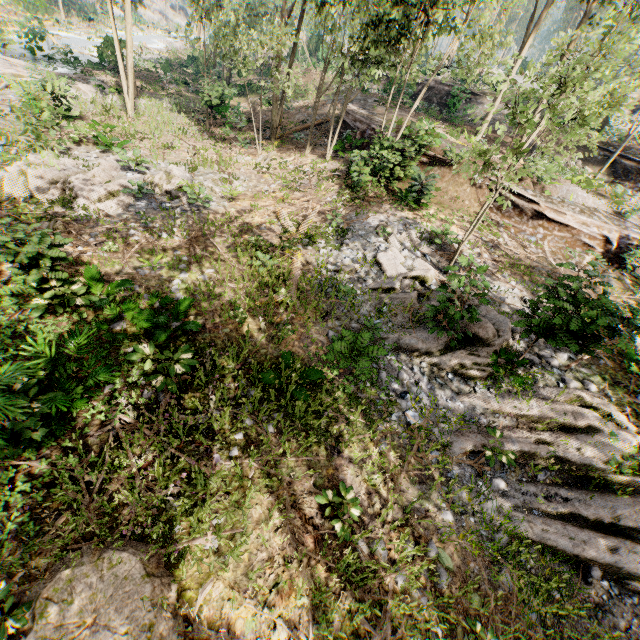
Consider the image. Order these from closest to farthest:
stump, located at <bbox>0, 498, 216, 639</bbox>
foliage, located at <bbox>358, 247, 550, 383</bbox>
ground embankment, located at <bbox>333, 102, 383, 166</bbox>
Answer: stump, located at <bbox>0, 498, 216, 639</bbox> → foliage, located at <bbox>358, 247, 550, 383</bbox> → ground embankment, located at <bbox>333, 102, 383, 166</bbox>

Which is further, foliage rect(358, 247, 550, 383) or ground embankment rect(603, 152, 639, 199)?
ground embankment rect(603, 152, 639, 199)

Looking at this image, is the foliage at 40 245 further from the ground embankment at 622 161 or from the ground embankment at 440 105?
the ground embankment at 440 105

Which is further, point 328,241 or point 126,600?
point 328,241

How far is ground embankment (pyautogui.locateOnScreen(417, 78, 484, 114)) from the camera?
24.3m

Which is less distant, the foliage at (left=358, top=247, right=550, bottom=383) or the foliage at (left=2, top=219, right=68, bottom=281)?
the foliage at (left=2, top=219, right=68, bottom=281)

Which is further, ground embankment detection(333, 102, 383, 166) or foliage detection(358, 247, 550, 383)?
ground embankment detection(333, 102, 383, 166)

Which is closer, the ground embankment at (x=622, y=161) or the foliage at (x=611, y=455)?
the foliage at (x=611, y=455)
